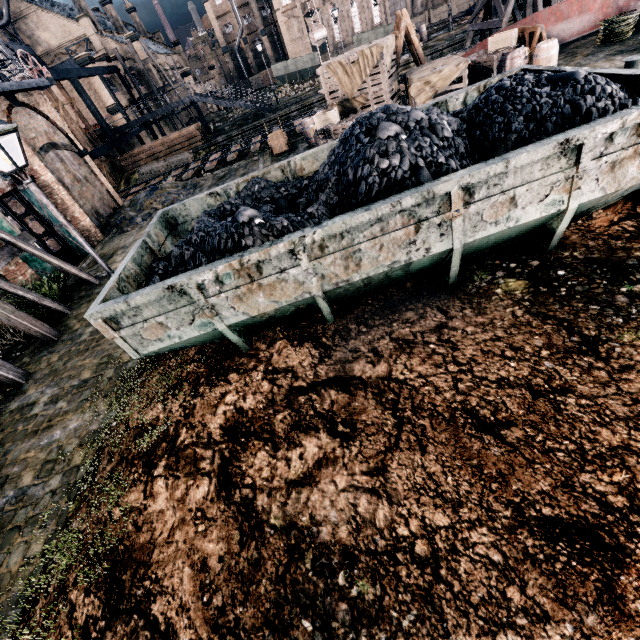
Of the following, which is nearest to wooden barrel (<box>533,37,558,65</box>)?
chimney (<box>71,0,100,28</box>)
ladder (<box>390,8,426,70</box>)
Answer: ladder (<box>390,8,426,70</box>)

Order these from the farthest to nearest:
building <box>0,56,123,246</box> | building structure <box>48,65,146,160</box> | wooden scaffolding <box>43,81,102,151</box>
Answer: building structure <box>48,65,146,160</box> < wooden scaffolding <box>43,81,102,151</box> < building <box>0,56,123,246</box>

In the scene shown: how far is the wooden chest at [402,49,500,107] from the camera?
15.1 meters

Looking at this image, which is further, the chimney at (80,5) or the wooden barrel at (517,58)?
the chimney at (80,5)

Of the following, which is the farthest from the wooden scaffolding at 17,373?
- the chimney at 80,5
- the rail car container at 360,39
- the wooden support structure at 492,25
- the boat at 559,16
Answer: the chimney at 80,5

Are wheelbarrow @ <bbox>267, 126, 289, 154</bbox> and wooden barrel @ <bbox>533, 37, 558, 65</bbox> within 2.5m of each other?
no

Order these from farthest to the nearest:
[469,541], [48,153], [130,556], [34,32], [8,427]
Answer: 1. [34,32]
2. [48,153]
3. [8,427]
4. [130,556]
5. [469,541]

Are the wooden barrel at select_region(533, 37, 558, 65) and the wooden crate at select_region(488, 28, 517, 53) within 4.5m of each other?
yes
